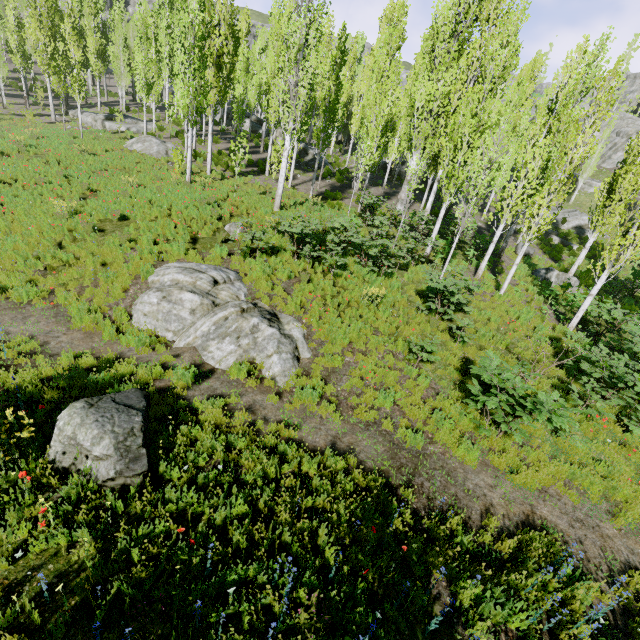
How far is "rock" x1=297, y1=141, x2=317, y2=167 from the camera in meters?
27.4

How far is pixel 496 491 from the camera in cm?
625

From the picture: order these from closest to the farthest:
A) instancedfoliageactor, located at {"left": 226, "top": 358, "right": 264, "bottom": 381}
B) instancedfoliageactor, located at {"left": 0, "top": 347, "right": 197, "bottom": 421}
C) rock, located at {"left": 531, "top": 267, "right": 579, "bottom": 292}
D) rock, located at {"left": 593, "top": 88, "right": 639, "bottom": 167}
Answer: instancedfoliageactor, located at {"left": 0, "top": 347, "right": 197, "bottom": 421} → instancedfoliageactor, located at {"left": 226, "top": 358, "right": 264, "bottom": 381} → rock, located at {"left": 531, "top": 267, "right": 579, "bottom": 292} → rock, located at {"left": 593, "top": 88, "right": 639, "bottom": 167}

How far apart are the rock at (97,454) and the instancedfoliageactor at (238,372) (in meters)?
1.91

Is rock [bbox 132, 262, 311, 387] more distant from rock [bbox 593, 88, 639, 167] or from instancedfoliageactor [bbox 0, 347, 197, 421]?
rock [bbox 593, 88, 639, 167]

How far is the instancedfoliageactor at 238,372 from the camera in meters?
7.6 m

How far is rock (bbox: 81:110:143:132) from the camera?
27.3 meters

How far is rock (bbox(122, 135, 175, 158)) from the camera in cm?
2153
